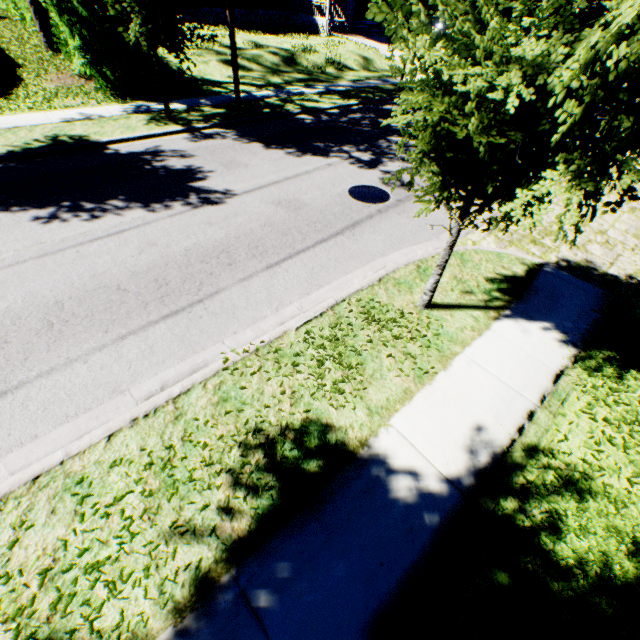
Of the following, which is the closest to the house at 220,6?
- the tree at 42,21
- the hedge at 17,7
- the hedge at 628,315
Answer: the hedge at 17,7

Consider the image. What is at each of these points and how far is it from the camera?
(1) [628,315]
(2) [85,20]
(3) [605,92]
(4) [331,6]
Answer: (1) hedge, 5.6 meters
(2) hedge, 10.5 meters
(3) tree, 2.3 meters
(4) house, 24.9 meters

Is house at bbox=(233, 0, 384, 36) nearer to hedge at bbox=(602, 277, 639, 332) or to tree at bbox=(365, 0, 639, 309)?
tree at bbox=(365, 0, 639, 309)

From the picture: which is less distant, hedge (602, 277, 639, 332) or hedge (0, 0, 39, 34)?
hedge (602, 277, 639, 332)

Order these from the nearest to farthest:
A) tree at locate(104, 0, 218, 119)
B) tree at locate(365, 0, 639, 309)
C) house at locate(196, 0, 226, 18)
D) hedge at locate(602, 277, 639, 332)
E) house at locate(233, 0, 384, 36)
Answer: tree at locate(365, 0, 639, 309)
hedge at locate(602, 277, 639, 332)
tree at locate(104, 0, 218, 119)
house at locate(196, 0, 226, 18)
house at locate(233, 0, 384, 36)

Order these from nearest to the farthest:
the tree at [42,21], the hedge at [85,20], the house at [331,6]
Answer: the hedge at [85,20]
the tree at [42,21]
the house at [331,6]

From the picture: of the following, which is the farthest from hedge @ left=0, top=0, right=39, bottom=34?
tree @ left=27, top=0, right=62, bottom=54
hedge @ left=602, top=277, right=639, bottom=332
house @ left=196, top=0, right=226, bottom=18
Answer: hedge @ left=602, top=277, right=639, bottom=332

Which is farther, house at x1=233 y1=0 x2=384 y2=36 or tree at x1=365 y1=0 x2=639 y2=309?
house at x1=233 y1=0 x2=384 y2=36
